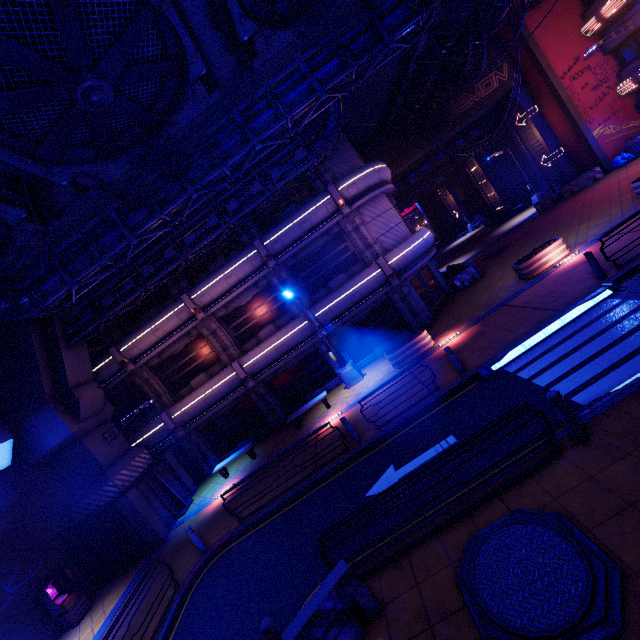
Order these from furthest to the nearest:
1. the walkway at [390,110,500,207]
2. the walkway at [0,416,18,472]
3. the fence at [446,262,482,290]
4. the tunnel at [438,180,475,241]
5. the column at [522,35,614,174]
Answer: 1. the tunnel at [438,180,475,241]
2. the walkway at [390,110,500,207]
3. the column at [522,35,614,174]
4. the fence at [446,262,482,290]
5. the walkway at [0,416,18,472]

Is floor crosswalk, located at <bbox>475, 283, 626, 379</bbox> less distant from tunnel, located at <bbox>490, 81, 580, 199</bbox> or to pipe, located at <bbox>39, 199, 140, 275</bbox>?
pipe, located at <bbox>39, 199, 140, 275</bbox>

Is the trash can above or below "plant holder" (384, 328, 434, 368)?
above

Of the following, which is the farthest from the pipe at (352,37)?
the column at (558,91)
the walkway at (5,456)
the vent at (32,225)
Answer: the column at (558,91)

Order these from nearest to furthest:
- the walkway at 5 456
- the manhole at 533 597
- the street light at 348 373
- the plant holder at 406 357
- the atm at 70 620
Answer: the manhole at 533 597 < the atm at 70 620 < the walkway at 5 456 < the plant holder at 406 357 < the street light at 348 373

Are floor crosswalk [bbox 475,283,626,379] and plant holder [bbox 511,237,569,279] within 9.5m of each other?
yes

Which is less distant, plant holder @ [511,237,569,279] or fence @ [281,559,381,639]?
fence @ [281,559,381,639]

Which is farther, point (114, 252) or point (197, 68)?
point (114, 252)
